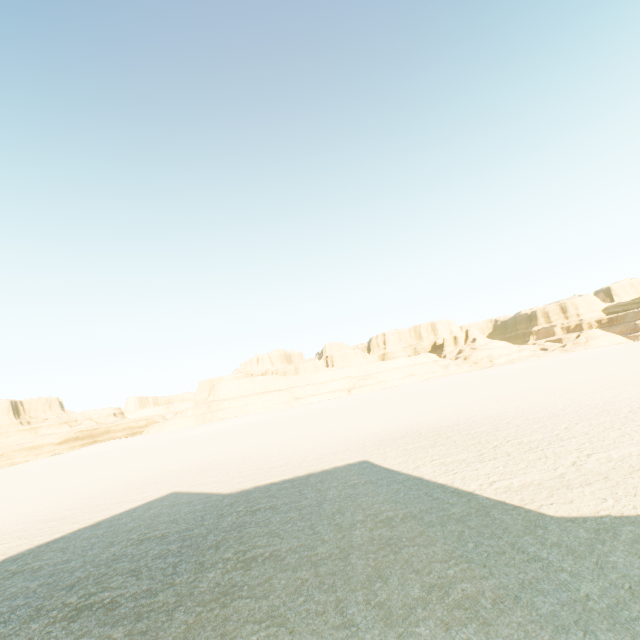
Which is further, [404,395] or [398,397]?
[404,395]
